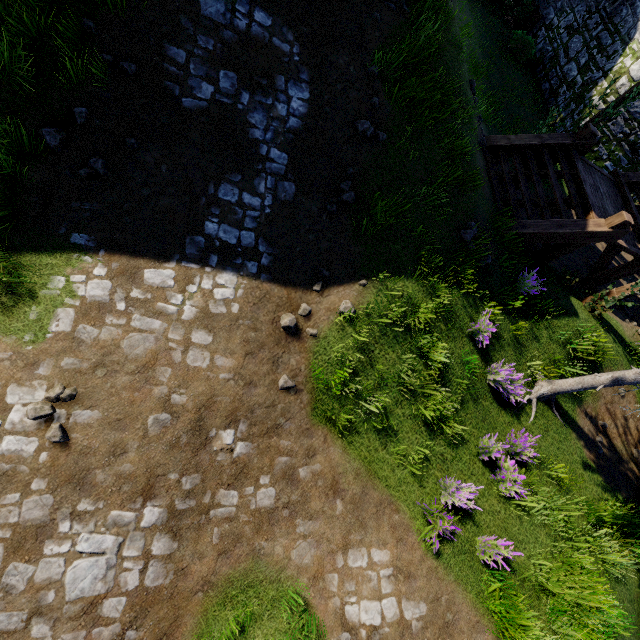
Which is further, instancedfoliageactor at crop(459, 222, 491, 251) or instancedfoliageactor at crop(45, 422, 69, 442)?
instancedfoliageactor at crop(459, 222, 491, 251)

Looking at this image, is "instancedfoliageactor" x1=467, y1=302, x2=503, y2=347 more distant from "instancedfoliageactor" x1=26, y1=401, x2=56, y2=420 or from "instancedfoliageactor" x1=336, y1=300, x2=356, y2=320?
"instancedfoliageactor" x1=26, y1=401, x2=56, y2=420

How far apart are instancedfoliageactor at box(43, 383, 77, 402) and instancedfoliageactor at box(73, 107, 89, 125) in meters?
3.8 m

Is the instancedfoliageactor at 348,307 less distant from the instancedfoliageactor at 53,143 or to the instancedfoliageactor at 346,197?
the instancedfoliageactor at 346,197

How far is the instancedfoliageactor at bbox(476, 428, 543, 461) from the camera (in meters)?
6.14

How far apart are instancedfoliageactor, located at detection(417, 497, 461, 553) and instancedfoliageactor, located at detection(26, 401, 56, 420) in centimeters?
567cm

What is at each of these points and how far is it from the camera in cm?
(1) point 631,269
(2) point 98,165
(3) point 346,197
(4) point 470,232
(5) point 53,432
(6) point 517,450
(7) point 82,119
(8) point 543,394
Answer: (1) wooden support, 958
(2) instancedfoliageactor, 472
(3) instancedfoliageactor, 601
(4) instancedfoliageactor, 696
(5) instancedfoliageactor, 393
(6) instancedfoliageactor, 657
(7) instancedfoliageactor, 470
(8) instancedfoliageactor, 768

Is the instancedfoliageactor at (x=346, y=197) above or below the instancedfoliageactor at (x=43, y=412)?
above
